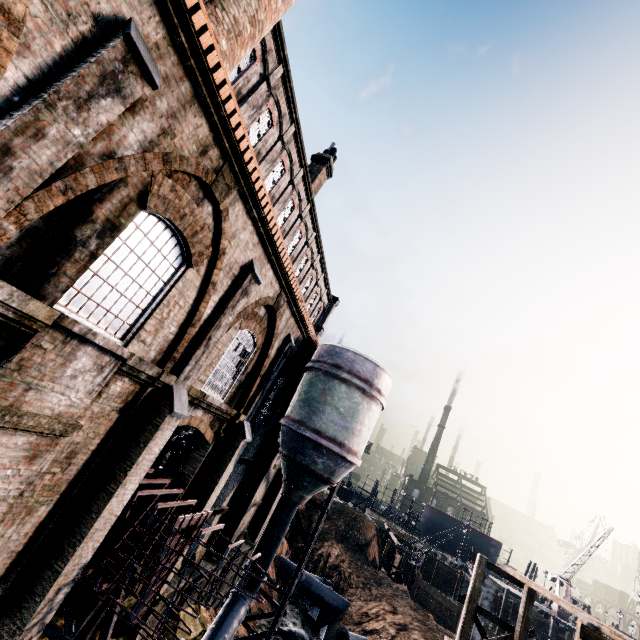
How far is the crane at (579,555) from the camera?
39.5m

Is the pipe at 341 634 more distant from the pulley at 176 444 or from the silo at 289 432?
the pulley at 176 444

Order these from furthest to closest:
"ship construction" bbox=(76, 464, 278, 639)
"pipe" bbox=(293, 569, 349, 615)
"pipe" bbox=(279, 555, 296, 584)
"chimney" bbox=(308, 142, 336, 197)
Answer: "pipe" bbox=(279, 555, 296, 584)
"pipe" bbox=(293, 569, 349, 615)
"chimney" bbox=(308, 142, 336, 197)
"ship construction" bbox=(76, 464, 278, 639)

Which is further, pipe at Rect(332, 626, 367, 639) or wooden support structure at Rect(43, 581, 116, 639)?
pipe at Rect(332, 626, 367, 639)

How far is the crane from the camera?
39.5m

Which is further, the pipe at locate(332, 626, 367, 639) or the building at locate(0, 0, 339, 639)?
the pipe at locate(332, 626, 367, 639)

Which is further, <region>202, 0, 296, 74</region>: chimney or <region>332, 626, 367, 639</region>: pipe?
<region>332, 626, 367, 639</region>: pipe

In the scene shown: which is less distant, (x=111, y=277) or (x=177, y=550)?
(x=111, y=277)
